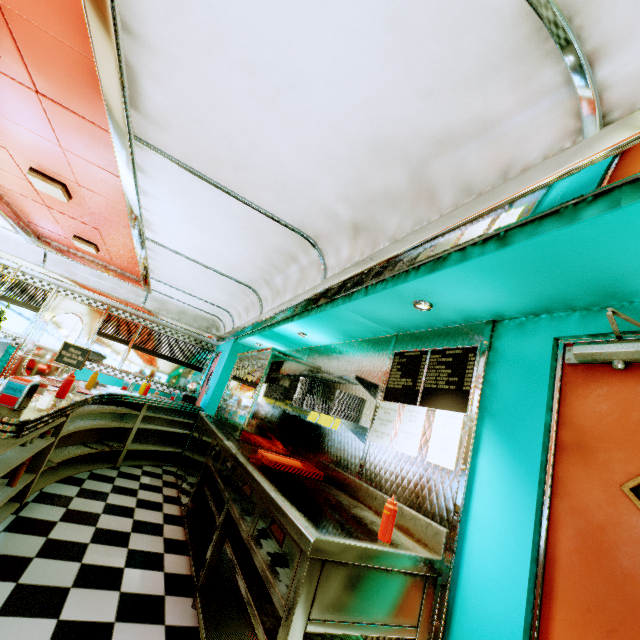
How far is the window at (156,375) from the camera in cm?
788

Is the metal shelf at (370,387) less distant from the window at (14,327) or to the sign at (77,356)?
the sign at (77,356)

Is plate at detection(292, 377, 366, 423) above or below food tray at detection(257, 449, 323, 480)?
above

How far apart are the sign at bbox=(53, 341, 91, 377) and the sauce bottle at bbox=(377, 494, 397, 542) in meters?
6.9 m

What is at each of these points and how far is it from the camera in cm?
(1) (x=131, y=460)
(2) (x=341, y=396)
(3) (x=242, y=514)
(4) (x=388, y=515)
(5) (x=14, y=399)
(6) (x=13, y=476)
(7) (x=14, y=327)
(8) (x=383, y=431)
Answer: (1) counter, 560
(2) plate, 294
(3) kitchen counter, 238
(4) sauce bottle, 182
(5) napkin holder, 193
(6) sauce bottle, 282
(7) window, 721
(8) menu board, 267

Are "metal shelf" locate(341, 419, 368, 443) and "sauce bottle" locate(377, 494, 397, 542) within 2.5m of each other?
yes

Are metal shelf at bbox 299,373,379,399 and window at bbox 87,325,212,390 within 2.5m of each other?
no

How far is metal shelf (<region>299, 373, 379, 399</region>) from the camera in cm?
293
